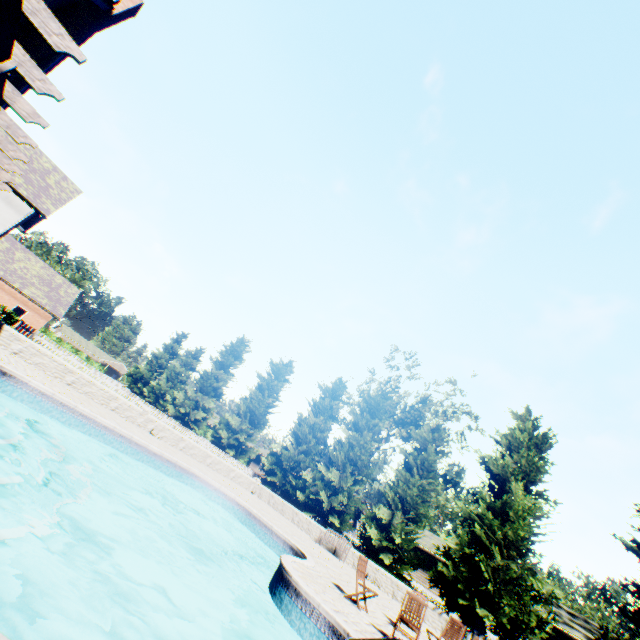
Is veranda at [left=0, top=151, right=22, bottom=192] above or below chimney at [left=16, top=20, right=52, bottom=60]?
below

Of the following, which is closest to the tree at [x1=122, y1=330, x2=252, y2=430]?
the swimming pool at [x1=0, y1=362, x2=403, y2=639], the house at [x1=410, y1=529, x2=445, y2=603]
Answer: the house at [x1=410, y1=529, x2=445, y2=603]

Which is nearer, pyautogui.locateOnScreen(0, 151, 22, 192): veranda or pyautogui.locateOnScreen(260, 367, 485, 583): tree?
pyautogui.locateOnScreen(0, 151, 22, 192): veranda

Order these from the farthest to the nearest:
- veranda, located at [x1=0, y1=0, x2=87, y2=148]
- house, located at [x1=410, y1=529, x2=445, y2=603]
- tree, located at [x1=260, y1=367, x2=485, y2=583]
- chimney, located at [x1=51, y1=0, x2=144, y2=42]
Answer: house, located at [x1=410, y1=529, x2=445, y2=603]
tree, located at [x1=260, y1=367, x2=485, y2=583]
chimney, located at [x1=51, y1=0, x2=144, y2=42]
veranda, located at [x1=0, y1=0, x2=87, y2=148]

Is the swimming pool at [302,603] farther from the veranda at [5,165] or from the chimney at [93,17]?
the chimney at [93,17]

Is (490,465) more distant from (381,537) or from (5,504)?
(5,504)

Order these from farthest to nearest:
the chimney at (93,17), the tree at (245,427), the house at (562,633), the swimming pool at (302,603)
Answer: the tree at (245,427) → the house at (562,633) → the chimney at (93,17) → the swimming pool at (302,603)

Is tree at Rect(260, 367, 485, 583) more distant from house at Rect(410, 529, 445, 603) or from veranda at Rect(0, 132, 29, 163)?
veranda at Rect(0, 132, 29, 163)
